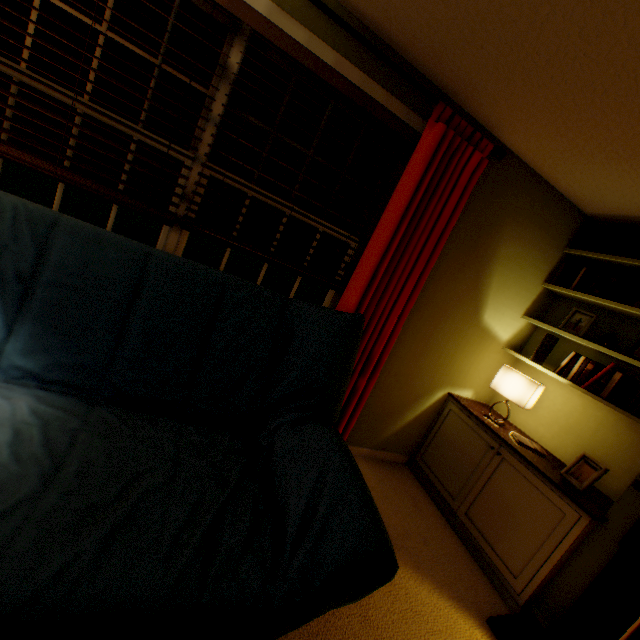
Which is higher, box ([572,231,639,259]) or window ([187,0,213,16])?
box ([572,231,639,259])

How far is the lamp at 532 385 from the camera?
2.3 meters

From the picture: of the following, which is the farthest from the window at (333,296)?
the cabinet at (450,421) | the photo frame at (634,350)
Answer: the photo frame at (634,350)

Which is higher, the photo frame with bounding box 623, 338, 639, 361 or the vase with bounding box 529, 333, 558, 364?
the photo frame with bounding box 623, 338, 639, 361

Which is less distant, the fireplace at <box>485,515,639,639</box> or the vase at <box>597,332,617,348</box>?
the fireplace at <box>485,515,639,639</box>

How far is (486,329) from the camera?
2.6 meters

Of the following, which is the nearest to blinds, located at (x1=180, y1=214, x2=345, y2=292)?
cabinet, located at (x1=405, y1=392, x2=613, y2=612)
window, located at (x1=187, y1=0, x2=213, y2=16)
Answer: window, located at (x1=187, y1=0, x2=213, y2=16)

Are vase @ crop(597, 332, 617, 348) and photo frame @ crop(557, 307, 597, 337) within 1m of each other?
yes
